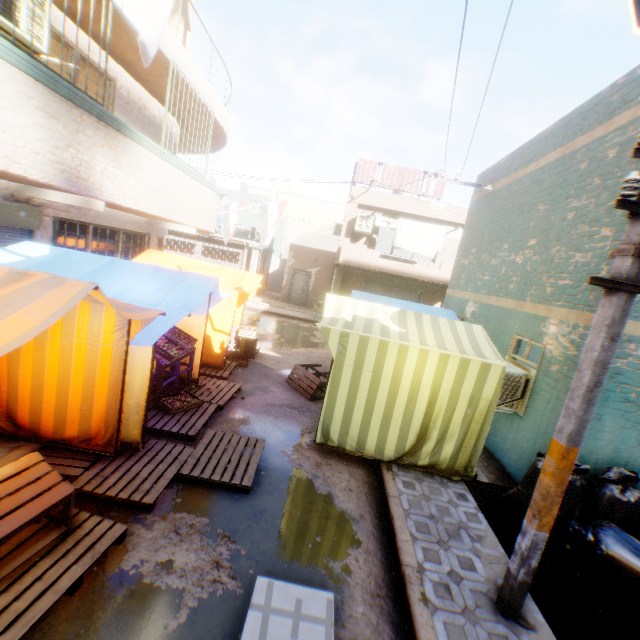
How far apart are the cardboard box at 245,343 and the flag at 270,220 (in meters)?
2.71

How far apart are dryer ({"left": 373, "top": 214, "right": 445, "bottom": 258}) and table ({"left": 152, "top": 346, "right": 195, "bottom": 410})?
0.4 meters

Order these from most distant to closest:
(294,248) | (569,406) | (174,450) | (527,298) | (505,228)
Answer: (294,248) < (505,228) < (527,298) < (174,450) < (569,406)

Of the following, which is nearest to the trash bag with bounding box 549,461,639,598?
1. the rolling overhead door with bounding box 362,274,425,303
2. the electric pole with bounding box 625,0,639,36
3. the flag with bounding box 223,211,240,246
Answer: the electric pole with bounding box 625,0,639,36

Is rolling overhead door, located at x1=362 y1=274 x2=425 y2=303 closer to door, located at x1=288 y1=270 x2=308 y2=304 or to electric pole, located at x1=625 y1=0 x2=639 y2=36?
door, located at x1=288 y1=270 x2=308 y2=304

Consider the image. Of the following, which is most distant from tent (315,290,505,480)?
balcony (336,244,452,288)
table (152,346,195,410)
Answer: balcony (336,244,452,288)

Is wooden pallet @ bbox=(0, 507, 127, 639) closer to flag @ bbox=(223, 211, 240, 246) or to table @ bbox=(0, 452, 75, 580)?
table @ bbox=(0, 452, 75, 580)

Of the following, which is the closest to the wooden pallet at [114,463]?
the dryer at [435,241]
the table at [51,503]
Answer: the table at [51,503]
